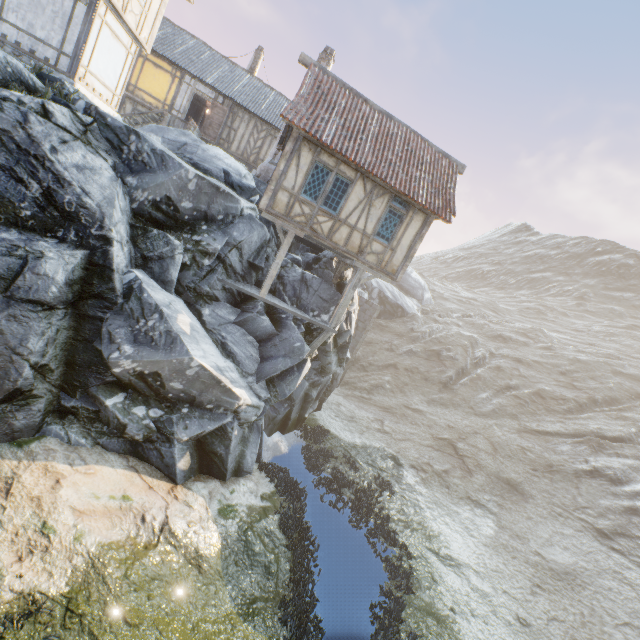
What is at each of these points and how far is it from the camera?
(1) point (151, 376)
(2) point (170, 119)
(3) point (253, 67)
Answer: (1) rock, 9.3m
(2) wooden structure, 19.1m
(3) chimney, 25.7m

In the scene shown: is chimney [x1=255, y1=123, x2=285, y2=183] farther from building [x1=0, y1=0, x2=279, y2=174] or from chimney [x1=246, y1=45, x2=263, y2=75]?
chimney [x1=246, y1=45, x2=263, y2=75]

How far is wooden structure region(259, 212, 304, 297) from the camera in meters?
12.2

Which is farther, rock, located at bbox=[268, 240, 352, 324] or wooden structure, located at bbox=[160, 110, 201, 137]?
wooden structure, located at bbox=[160, 110, 201, 137]

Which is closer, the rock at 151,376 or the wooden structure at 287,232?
the rock at 151,376

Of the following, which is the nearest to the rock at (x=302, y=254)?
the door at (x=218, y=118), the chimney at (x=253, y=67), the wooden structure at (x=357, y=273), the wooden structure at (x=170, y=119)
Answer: the wooden structure at (x=357, y=273)

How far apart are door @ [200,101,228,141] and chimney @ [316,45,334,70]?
7.2 meters

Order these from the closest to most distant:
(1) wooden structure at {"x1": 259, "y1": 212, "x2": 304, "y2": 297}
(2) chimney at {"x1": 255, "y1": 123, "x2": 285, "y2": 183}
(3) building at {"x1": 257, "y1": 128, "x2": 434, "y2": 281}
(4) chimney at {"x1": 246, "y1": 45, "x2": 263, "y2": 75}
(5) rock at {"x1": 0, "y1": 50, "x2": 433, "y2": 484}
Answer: (5) rock at {"x1": 0, "y1": 50, "x2": 433, "y2": 484} < (3) building at {"x1": 257, "y1": 128, "x2": 434, "y2": 281} < (1) wooden structure at {"x1": 259, "y1": 212, "x2": 304, "y2": 297} < (2) chimney at {"x1": 255, "y1": 123, "x2": 285, "y2": 183} < (4) chimney at {"x1": 246, "y1": 45, "x2": 263, "y2": 75}
